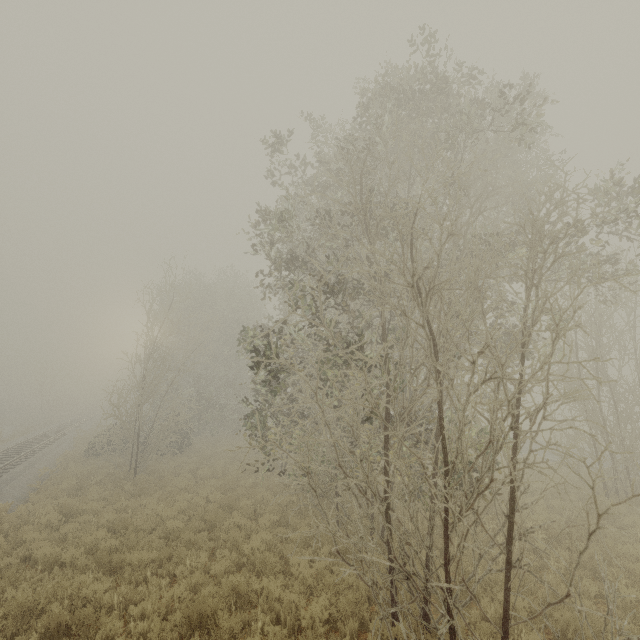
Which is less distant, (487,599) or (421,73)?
(487,599)
